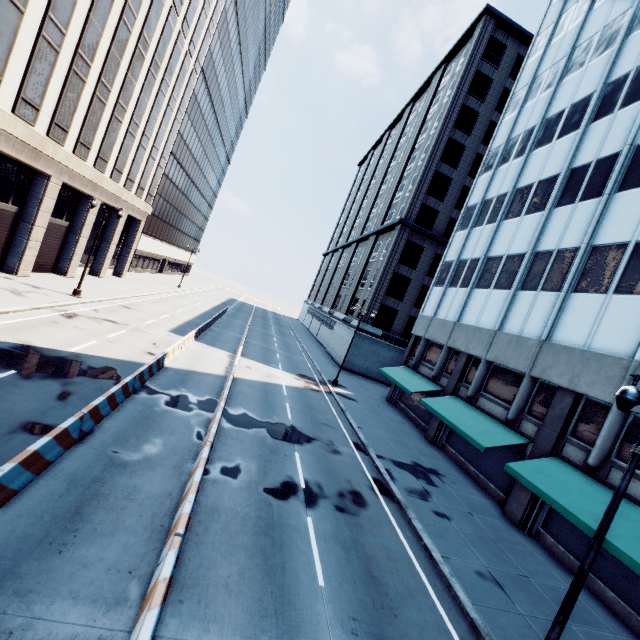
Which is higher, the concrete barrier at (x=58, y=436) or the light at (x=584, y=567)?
the light at (x=584, y=567)

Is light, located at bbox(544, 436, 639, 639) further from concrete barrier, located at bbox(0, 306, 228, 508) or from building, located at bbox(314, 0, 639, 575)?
concrete barrier, located at bbox(0, 306, 228, 508)

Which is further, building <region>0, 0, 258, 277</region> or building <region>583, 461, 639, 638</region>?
building <region>0, 0, 258, 277</region>

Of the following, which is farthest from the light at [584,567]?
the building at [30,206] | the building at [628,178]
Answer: the building at [30,206]

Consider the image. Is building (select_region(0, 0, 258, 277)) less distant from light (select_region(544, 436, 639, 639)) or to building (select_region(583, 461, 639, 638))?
light (select_region(544, 436, 639, 639))

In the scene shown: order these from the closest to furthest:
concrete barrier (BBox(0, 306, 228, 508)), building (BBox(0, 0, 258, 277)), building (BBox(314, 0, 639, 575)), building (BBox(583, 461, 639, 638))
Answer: concrete barrier (BBox(0, 306, 228, 508)), building (BBox(583, 461, 639, 638)), building (BBox(314, 0, 639, 575)), building (BBox(0, 0, 258, 277))

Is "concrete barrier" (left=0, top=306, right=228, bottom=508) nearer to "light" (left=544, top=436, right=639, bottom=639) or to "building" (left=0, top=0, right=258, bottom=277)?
"light" (left=544, top=436, right=639, bottom=639)

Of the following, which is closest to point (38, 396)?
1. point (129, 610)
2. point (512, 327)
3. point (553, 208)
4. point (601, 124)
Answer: point (129, 610)
